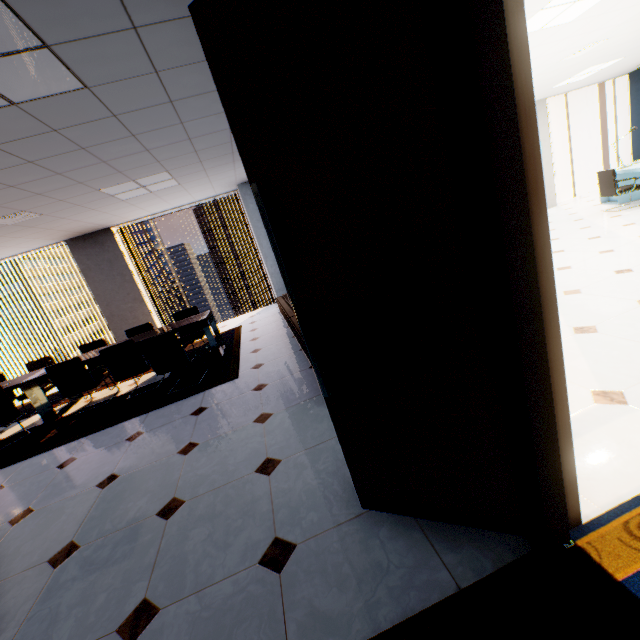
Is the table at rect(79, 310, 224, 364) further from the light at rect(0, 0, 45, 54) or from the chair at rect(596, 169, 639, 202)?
the chair at rect(596, 169, 639, 202)

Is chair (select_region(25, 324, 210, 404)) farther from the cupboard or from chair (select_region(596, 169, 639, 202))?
chair (select_region(596, 169, 639, 202))

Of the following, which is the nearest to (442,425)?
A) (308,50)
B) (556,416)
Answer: (556,416)

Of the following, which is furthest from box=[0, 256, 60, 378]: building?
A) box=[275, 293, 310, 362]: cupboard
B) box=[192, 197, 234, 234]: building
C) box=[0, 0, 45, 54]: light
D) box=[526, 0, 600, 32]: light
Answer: box=[526, 0, 600, 32]: light

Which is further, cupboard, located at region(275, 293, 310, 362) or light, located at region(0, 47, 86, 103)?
cupboard, located at region(275, 293, 310, 362)

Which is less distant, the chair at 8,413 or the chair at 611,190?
the chair at 8,413

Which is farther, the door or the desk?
the desk

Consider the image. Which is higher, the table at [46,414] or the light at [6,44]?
the light at [6,44]
